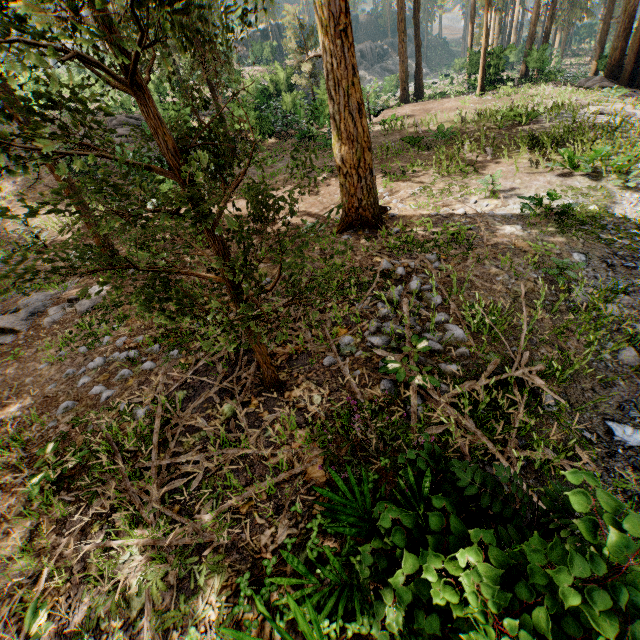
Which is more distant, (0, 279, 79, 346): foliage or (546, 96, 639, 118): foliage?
(546, 96, 639, 118): foliage

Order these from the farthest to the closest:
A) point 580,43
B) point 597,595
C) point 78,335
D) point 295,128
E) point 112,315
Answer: point 580,43
point 295,128
point 112,315
point 78,335
point 597,595

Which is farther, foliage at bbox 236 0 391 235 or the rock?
the rock

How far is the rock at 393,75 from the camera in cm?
3725

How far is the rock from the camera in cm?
3725

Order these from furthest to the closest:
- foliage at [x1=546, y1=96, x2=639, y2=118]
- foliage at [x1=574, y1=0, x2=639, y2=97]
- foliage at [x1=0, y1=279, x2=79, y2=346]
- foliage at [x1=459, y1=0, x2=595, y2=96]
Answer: foliage at [x1=459, y1=0, x2=595, y2=96] < foliage at [x1=574, y1=0, x2=639, y2=97] < foliage at [x1=546, y1=96, x2=639, y2=118] < foliage at [x1=0, y1=279, x2=79, y2=346]

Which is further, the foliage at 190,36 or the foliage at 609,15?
the foliage at 609,15
